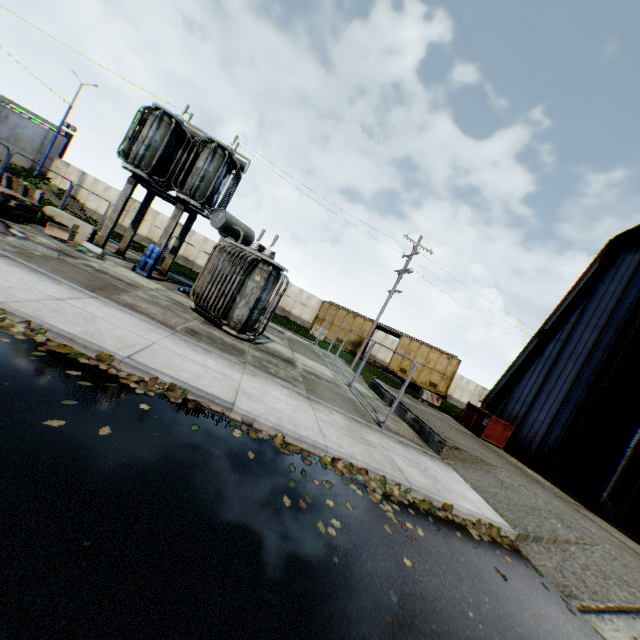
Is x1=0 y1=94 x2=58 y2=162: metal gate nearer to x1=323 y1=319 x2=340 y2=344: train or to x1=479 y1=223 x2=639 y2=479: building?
x1=323 y1=319 x2=340 y2=344: train

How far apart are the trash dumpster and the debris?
18.56m

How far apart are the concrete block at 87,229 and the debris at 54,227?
0.81m

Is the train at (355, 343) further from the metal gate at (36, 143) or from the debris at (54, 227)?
the metal gate at (36, 143)

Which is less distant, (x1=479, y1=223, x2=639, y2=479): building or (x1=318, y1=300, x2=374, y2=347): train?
(x1=479, y1=223, x2=639, y2=479): building

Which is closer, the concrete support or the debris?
the debris

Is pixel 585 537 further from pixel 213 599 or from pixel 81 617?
pixel 81 617

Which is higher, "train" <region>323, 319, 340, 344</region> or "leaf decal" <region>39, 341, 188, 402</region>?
"train" <region>323, 319, 340, 344</region>
